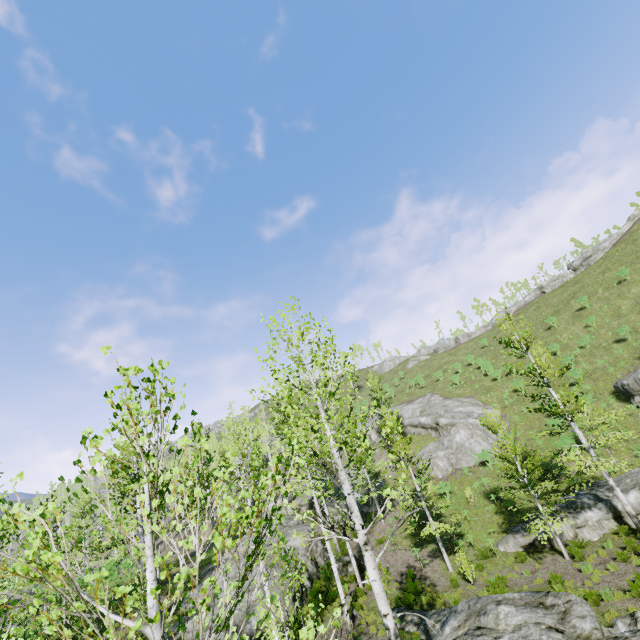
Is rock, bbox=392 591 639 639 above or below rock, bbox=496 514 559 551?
above

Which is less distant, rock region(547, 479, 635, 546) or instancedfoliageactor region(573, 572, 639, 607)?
instancedfoliageactor region(573, 572, 639, 607)

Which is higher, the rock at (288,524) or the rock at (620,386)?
the rock at (620,386)

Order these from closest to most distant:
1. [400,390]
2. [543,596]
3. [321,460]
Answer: [543,596] < [321,460] < [400,390]

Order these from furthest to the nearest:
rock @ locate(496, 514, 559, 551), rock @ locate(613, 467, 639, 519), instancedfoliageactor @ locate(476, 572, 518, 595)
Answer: rock @ locate(496, 514, 559, 551) → rock @ locate(613, 467, 639, 519) → instancedfoliageactor @ locate(476, 572, 518, 595)

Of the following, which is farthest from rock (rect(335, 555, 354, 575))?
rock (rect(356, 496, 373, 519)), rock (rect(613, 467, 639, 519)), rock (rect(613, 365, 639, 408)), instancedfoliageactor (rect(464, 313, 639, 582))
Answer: rock (rect(613, 365, 639, 408))

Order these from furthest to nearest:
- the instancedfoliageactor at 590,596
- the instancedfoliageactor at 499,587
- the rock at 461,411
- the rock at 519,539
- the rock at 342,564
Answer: the rock at 461,411
the rock at 342,564
the rock at 519,539
the instancedfoliageactor at 499,587
the instancedfoliageactor at 590,596

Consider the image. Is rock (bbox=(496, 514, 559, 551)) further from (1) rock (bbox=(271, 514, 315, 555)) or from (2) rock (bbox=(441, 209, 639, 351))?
(2) rock (bbox=(441, 209, 639, 351))
